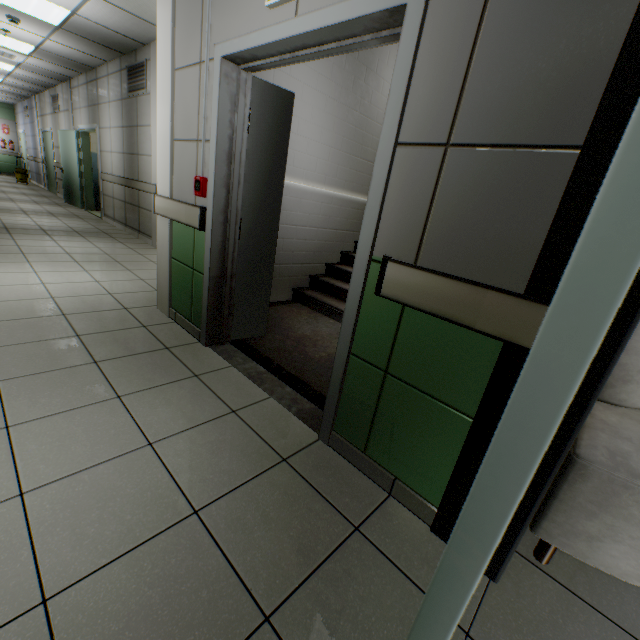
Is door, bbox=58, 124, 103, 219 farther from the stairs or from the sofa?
the sofa

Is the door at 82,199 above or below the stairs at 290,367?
above

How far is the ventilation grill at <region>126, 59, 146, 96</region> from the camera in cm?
555

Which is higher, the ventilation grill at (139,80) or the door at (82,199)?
the ventilation grill at (139,80)

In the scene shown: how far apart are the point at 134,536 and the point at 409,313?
1.43m

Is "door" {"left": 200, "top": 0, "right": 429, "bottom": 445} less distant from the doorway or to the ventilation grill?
the doorway

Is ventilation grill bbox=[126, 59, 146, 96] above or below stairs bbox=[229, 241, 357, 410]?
above

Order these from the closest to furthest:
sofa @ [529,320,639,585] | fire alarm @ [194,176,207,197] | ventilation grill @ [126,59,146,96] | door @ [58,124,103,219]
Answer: sofa @ [529,320,639,585]
fire alarm @ [194,176,207,197]
ventilation grill @ [126,59,146,96]
door @ [58,124,103,219]
